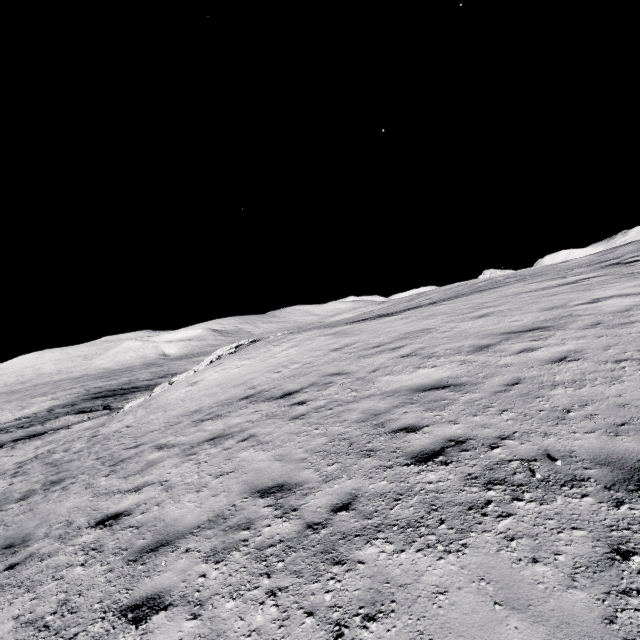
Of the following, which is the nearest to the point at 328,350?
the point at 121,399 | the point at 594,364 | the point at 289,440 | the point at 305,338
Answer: the point at 305,338
